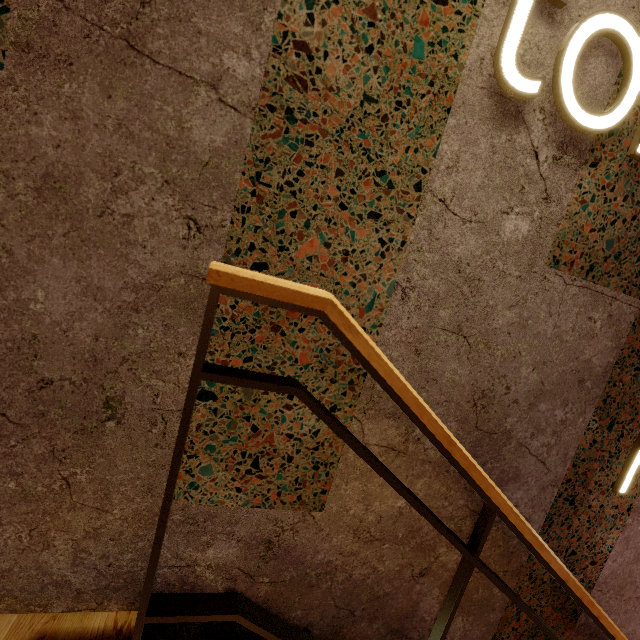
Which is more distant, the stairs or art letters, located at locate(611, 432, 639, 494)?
art letters, located at locate(611, 432, 639, 494)

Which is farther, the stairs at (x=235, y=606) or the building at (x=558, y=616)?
the building at (x=558, y=616)

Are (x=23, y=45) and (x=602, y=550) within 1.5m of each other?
no

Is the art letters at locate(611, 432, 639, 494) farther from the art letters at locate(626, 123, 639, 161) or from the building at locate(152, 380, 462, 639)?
the art letters at locate(626, 123, 639, 161)

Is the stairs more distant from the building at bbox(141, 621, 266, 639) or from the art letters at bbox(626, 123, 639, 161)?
the art letters at bbox(626, 123, 639, 161)

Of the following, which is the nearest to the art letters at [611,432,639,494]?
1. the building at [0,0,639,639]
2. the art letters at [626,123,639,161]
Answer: the building at [0,0,639,639]

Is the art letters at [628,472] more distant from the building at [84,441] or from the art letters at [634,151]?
the art letters at [634,151]

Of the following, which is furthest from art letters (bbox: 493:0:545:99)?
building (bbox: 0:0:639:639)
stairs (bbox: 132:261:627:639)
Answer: stairs (bbox: 132:261:627:639)
